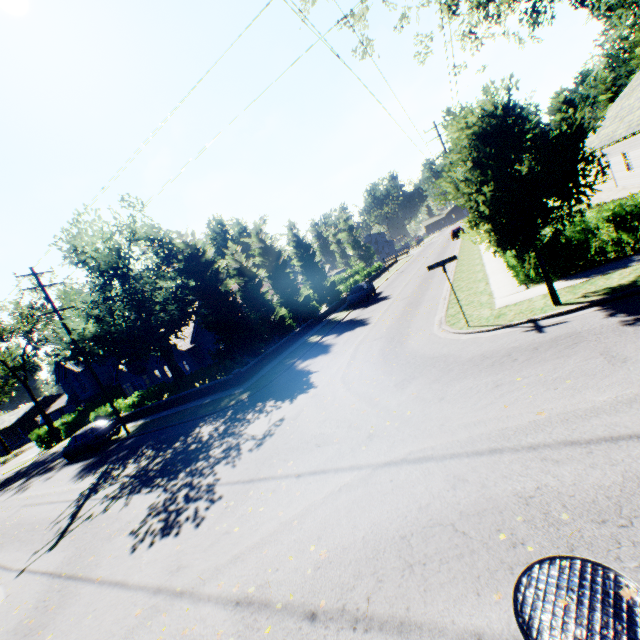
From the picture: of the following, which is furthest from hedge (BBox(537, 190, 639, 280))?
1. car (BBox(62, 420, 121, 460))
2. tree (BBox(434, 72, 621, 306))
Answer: car (BBox(62, 420, 121, 460))

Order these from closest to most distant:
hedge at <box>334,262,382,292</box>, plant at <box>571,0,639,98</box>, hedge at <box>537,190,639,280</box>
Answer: hedge at <box>537,190,639,280</box> < hedge at <box>334,262,382,292</box> < plant at <box>571,0,639,98</box>

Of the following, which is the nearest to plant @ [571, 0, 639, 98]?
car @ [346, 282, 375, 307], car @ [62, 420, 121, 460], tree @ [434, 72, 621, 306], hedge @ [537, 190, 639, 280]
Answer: tree @ [434, 72, 621, 306]

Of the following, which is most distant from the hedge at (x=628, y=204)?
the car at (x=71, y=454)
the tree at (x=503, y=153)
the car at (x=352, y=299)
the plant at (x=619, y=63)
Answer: the plant at (x=619, y=63)

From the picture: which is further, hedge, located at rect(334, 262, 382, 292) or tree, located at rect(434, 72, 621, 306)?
hedge, located at rect(334, 262, 382, 292)

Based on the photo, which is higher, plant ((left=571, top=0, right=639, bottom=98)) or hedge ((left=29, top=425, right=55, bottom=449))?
plant ((left=571, top=0, right=639, bottom=98))

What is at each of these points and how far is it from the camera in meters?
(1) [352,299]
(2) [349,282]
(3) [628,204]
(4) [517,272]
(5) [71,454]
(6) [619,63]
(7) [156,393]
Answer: (1) car, 29.0 m
(2) hedge, 40.3 m
(3) hedge, 10.2 m
(4) hedge, 12.5 m
(5) car, 21.8 m
(6) plant, 54.8 m
(7) hedge, 24.2 m

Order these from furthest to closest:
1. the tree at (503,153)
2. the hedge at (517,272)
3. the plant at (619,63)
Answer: the plant at (619,63) → the hedge at (517,272) → the tree at (503,153)
